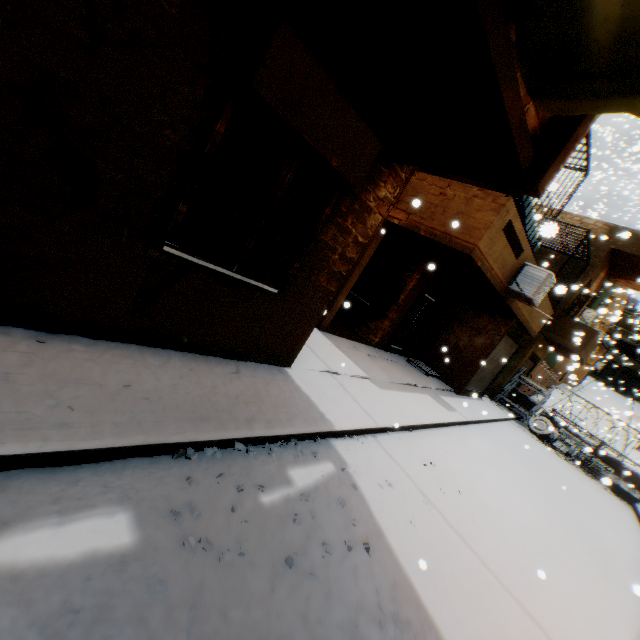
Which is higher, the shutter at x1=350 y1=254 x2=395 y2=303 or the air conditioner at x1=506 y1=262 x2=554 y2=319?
the air conditioner at x1=506 y1=262 x2=554 y2=319

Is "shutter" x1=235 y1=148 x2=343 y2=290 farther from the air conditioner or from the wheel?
the wheel

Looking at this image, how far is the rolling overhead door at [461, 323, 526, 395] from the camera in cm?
1195

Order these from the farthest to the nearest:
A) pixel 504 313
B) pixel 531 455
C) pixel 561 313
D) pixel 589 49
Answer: pixel 561 313 < pixel 504 313 < pixel 531 455 < pixel 589 49

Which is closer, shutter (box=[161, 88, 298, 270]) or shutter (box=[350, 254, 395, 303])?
shutter (box=[161, 88, 298, 270])

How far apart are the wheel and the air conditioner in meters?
9.0 m

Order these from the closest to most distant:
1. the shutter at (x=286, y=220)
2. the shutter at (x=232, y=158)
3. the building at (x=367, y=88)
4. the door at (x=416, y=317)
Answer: the building at (x=367, y=88), the shutter at (x=232, y=158), the shutter at (x=286, y=220), the door at (x=416, y=317)

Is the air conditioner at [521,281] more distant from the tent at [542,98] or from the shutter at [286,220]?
the tent at [542,98]
